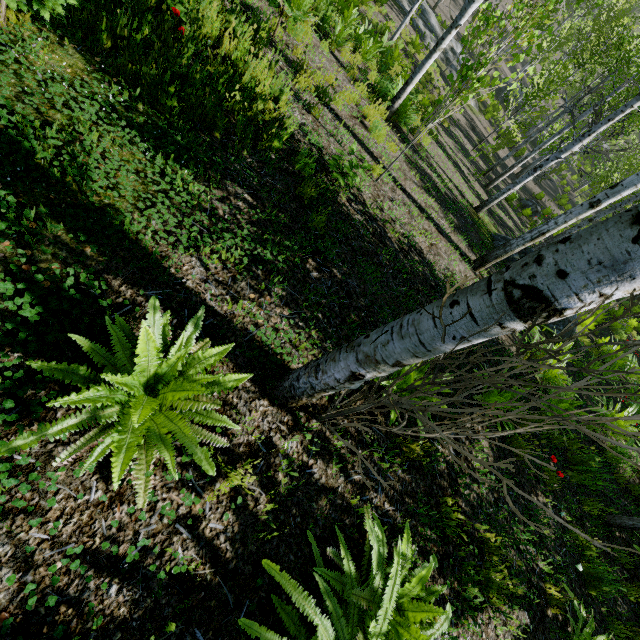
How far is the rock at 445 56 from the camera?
22.12m

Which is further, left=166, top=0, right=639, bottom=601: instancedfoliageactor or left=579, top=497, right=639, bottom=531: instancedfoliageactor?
left=579, top=497, right=639, bottom=531: instancedfoliageactor

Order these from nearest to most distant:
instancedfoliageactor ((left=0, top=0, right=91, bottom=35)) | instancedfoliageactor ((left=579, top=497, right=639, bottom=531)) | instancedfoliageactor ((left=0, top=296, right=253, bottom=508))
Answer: instancedfoliageactor ((left=0, top=296, right=253, bottom=508))
instancedfoliageactor ((left=0, top=0, right=91, bottom=35))
instancedfoliageactor ((left=579, top=497, right=639, bottom=531))

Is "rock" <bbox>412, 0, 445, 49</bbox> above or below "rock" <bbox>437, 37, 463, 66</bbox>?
above

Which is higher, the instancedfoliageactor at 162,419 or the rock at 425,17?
the instancedfoliageactor at 162,419

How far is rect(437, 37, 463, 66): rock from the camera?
22.12m

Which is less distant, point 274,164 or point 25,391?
point 25,391
